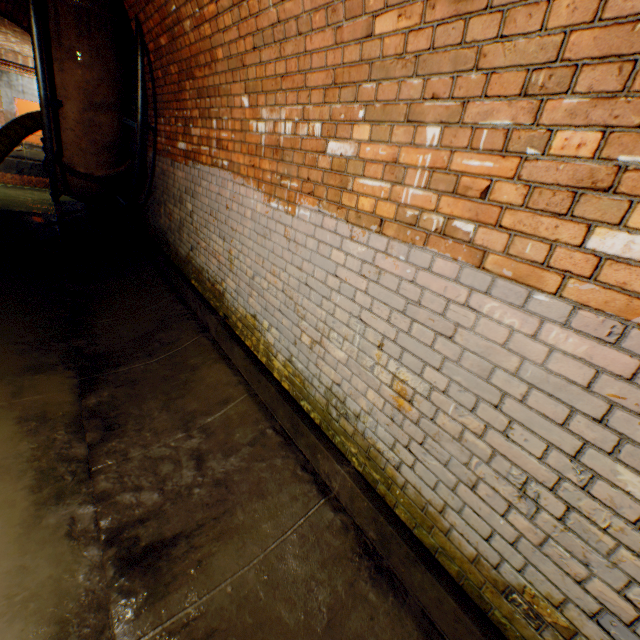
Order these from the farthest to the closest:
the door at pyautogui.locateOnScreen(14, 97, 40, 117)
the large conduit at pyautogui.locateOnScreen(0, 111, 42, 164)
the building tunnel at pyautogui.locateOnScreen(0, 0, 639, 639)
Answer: the door at pyautogui.locateOnScreen(14, 97, 40, 117)
the large conduit at pyautogui.locateOnScreen(0, 111, 42, 164)
the building tunnel at pyautogui.locateOnScreen(0, 0, 639, 639)

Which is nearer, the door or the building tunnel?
the building tunnel

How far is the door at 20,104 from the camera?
16.7 meters

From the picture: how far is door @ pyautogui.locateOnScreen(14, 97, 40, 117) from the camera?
16.7m

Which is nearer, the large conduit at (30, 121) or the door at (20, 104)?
the large conduit at (30, 121)

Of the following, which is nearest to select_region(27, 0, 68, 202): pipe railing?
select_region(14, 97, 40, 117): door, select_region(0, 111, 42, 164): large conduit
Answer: select_region(0, 111, 42, 164): large conduit

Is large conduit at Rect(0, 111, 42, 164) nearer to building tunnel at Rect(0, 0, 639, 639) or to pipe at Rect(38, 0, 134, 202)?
building tunnel at Rect(0, 0, 639, 639)

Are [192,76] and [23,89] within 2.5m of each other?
no
